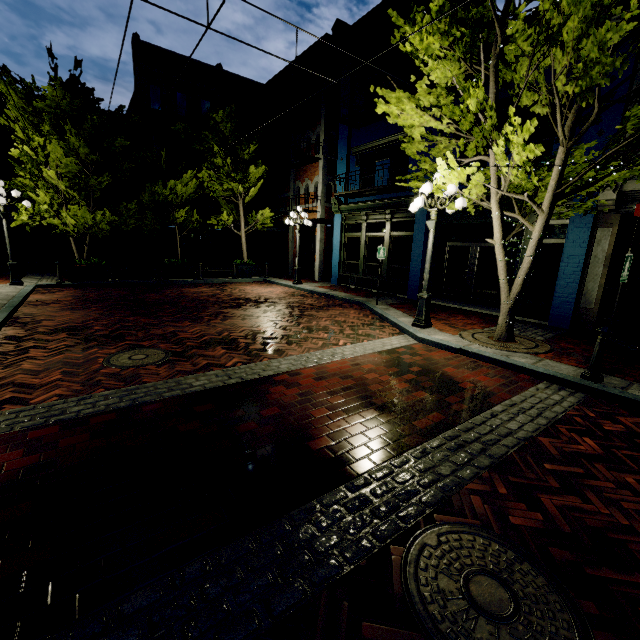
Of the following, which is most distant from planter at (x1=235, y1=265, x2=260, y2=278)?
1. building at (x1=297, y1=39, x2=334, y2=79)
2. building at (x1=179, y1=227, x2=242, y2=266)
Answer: building at (x1=179, y1=227, x2=242, y2=266)

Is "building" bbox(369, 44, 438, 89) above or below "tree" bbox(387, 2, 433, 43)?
above

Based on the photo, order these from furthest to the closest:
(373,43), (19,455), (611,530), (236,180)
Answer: (236,180), (373,43), (19,455), (611,530)

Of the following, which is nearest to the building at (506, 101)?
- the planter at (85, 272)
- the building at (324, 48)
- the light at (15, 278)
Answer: the building at (324, 48)

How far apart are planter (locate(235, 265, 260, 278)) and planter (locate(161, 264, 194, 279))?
2.3 meters

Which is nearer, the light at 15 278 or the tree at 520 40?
the tree at 520 40

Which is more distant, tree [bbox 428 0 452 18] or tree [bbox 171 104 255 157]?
tree [bbox 171 104 255 157]

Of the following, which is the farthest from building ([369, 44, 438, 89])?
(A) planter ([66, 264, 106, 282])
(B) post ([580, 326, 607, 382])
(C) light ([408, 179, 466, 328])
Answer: (A) planter ([66, 264, 106, 282])
